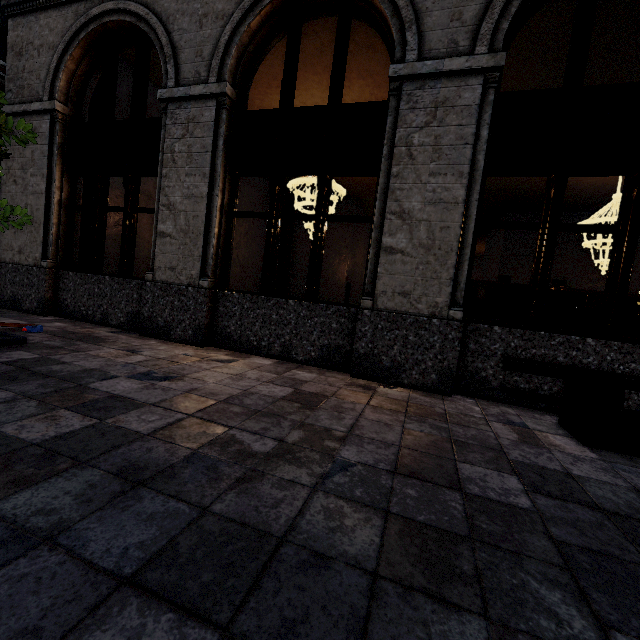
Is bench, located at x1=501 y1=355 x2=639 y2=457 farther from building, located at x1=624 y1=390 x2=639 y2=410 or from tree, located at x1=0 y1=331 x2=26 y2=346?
tree, located at x1=0 y1=331 x2=26 y2=346

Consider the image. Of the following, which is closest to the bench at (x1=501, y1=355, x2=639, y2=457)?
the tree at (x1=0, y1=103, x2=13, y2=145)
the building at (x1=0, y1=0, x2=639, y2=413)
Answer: the building at (x1=0, y1=0, x2=639, y2=413)

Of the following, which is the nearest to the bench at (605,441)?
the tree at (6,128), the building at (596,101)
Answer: the building at (596,101)

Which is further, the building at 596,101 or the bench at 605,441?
the building at 596,101

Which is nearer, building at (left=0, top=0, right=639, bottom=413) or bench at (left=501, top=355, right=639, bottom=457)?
bench at (left=501, top=355, right=639, bottom=457)

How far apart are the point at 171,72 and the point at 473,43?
4.76m
